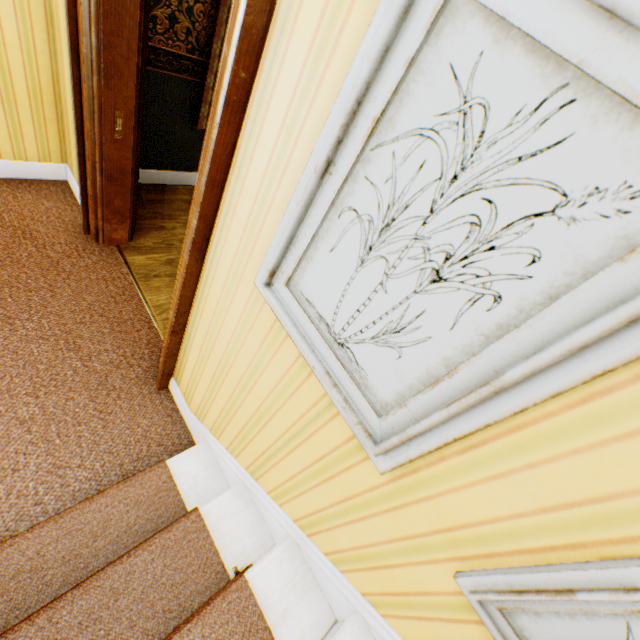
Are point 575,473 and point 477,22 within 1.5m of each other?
yes
